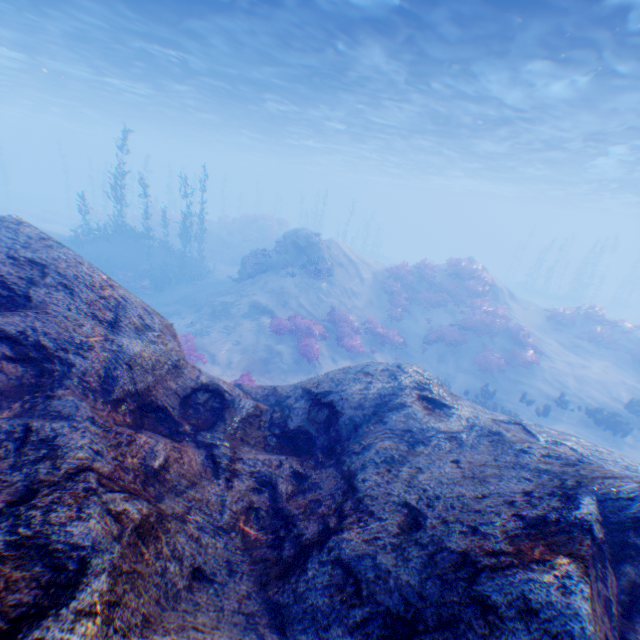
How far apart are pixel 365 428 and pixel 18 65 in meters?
37.5 m

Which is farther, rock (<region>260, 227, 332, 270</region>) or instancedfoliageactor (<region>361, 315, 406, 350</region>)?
rock (<region>260, 227, 332, 270</region>)

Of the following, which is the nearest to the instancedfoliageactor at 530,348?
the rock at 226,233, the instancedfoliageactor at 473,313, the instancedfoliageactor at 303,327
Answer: the instancedfoliageactor at 473,313

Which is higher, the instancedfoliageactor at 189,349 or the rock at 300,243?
the rock at 300,243

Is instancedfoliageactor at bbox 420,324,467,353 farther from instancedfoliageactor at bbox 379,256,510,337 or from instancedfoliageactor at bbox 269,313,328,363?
instancedfoliageactor at bbox 269,313,328,363

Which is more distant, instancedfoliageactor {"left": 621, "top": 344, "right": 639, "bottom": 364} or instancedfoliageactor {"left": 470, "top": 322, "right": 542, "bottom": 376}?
instancedfoliageactor {"left": 621, "top": 344, "right": 639, "bottom": 364}

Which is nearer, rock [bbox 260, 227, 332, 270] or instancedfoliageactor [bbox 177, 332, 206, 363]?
instancedfoliageactor [bbox 177, 332, 206, 363]

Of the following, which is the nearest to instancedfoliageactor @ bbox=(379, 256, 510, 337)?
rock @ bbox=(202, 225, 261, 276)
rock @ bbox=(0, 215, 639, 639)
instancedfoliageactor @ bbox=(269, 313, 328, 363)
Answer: rock @ bbox=(0, 215, 639, 639)
